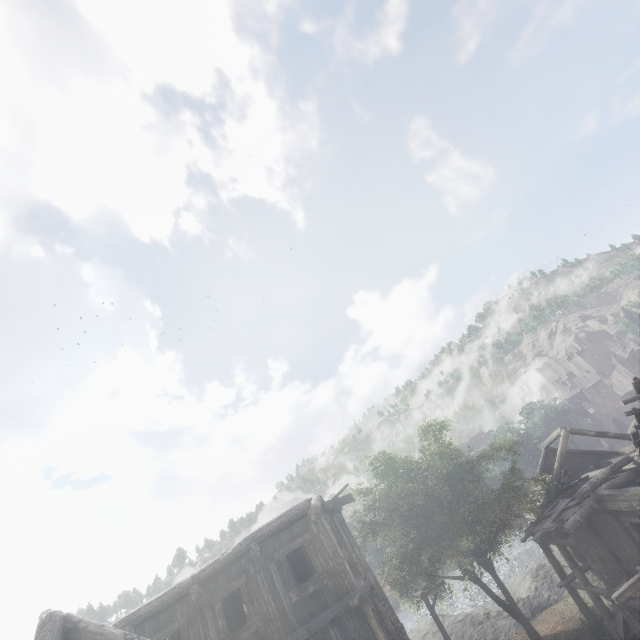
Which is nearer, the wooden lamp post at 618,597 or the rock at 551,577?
the wooden lamp post at 618,597

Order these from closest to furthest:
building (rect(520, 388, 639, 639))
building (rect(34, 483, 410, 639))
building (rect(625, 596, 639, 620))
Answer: building (rect(34, 483, 410, 639)) → building (rect(625, 596, 639, 620)) → building (rect(520, 388, 639, 639))

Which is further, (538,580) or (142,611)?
(538,580)

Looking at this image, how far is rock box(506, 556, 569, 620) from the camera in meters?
22.8

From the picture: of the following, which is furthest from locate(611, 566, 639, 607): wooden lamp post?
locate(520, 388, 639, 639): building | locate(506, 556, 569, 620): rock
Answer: locate(506, 556, 569, 620): rock

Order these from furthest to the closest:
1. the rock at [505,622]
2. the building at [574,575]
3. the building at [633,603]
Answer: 1. the rock at [505,622]
2. the building at [574,575]
3. the building at [633,603]

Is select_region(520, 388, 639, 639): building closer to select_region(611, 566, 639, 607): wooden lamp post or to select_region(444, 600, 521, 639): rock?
select_region(444, 600, 521, 639): rock
